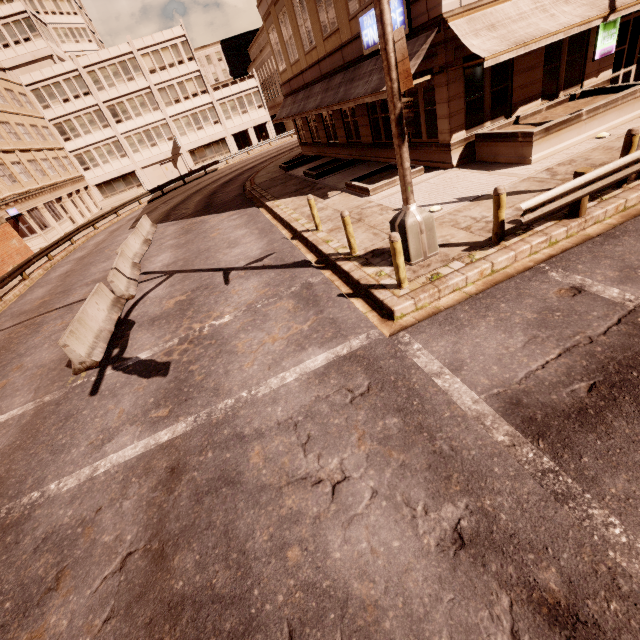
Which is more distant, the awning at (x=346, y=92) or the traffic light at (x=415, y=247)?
the awning at (x=346, y=92)

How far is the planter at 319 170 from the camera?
18.5 meters

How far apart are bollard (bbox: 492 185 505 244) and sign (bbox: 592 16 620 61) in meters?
11.6

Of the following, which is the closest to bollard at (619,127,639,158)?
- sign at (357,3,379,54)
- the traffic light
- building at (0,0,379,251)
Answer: the traffic light

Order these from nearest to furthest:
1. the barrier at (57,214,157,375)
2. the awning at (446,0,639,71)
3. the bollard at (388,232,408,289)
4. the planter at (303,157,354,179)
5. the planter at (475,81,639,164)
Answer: the bollard at (388,232,408,289), the barrier at (57,214,157,375), the awning at (446,0,639,71), the planter at (475,81,639,164), the planter at (303,157,354,179)

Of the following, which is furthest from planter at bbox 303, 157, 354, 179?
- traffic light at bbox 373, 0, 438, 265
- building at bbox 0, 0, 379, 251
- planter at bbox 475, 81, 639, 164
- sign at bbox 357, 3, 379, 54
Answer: building at bbox 0, 0, 379, 251

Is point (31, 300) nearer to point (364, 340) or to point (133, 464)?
point (133, 464)

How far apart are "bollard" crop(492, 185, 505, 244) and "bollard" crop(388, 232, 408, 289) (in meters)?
2.25
